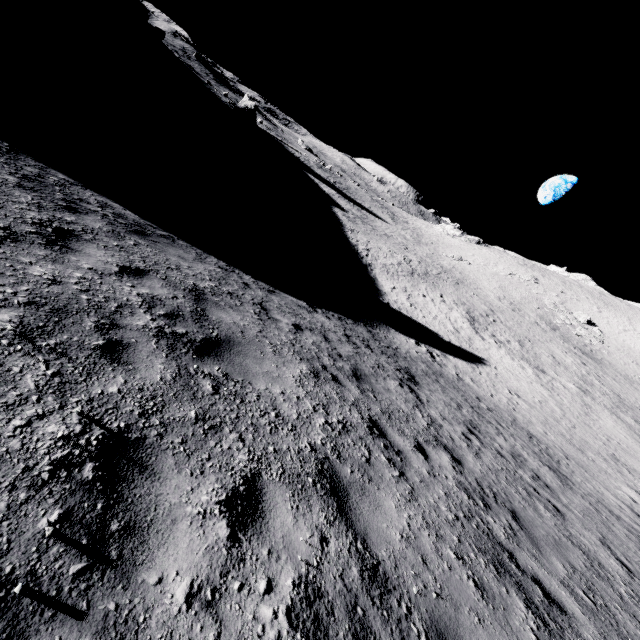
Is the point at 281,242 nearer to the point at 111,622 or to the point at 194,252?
the point at 194,252
